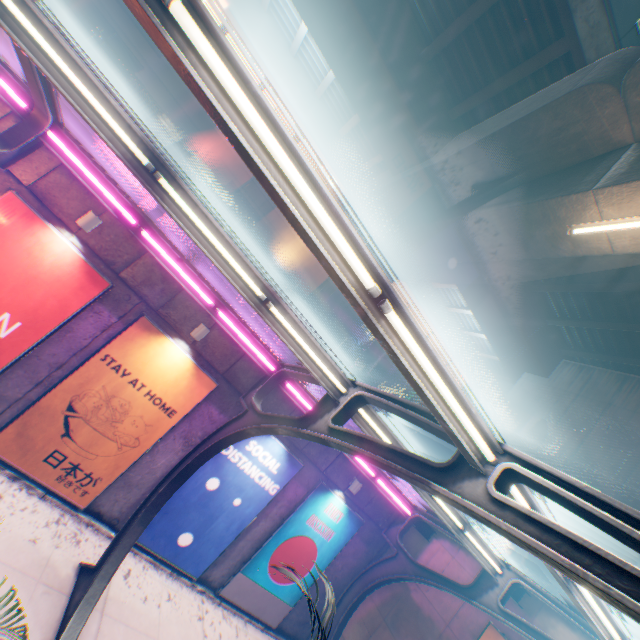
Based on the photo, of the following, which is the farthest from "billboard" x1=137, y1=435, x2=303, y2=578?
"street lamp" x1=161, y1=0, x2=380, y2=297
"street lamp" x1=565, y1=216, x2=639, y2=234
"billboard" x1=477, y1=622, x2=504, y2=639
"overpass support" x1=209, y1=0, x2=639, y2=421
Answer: "street lamp" x1=565, y1=216, x2=639, y2=234

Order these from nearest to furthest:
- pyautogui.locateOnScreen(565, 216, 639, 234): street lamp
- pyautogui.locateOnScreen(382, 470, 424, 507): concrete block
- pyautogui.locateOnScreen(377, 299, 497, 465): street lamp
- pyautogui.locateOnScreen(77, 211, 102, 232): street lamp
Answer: pyautogui.locateOnScreen(377, 299, 497, 465): street lamp < pyautogui.locateOnScreen(565, 216, 639, 234): street lamp < pyautogui.locateOnScreen(77, 211, 102, 232): street lamp < pyautogui.locateOnScreen(382, 470, 424, 507): concrete block

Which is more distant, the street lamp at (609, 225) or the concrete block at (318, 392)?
the concrete block at (318, 392)

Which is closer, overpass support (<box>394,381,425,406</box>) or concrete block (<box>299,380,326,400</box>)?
concrete block (<box>299,380,326,400</box>)

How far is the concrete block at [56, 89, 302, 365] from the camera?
7.1m

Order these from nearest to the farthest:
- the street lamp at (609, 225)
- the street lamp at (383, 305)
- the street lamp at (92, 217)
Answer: the street lamp at (383, 305) → the street lamp at (609, 225) → the street lamp at (92, 217)

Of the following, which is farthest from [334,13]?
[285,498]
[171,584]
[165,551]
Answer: [171,584]

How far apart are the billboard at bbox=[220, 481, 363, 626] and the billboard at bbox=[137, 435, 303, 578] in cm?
83
